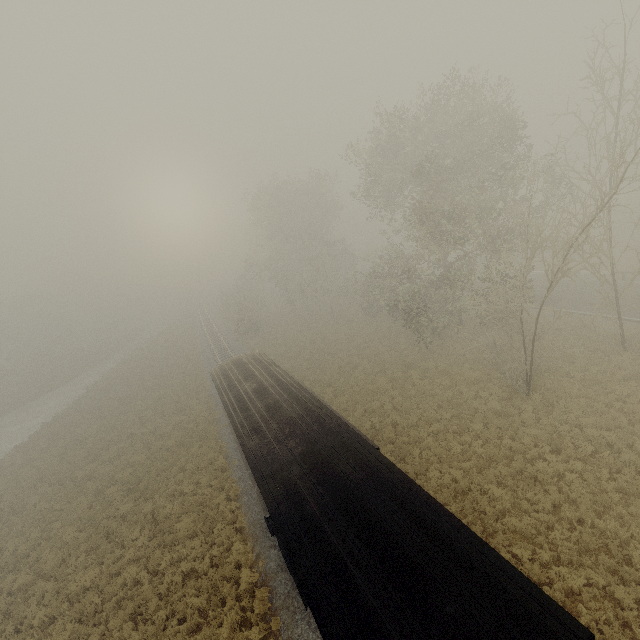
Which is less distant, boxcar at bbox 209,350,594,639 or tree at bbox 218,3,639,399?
boxcar at bbox 209,350,594,639

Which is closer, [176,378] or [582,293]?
[582,293]

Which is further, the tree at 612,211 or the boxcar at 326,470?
A: the tree at 612,211
